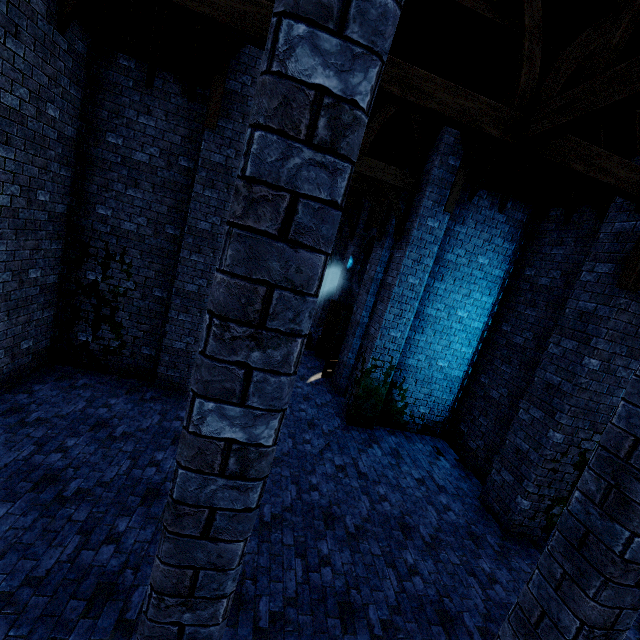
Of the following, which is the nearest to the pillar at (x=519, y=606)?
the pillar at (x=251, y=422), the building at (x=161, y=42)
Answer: the building at (x=161, y=42)

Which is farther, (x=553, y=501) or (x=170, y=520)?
(x=553, y=501)

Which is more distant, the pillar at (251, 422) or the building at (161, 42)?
the building at (161, 42)

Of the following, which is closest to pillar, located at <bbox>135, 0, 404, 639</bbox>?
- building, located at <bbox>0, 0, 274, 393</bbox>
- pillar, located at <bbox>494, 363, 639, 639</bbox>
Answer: building, located at <bbox>0, 0, 274, 393</bbox>

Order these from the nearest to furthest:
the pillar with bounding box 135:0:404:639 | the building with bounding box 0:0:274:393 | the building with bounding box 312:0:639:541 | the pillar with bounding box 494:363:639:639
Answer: the pillar with bounding box 135:0:404:639, the pillar with bounding box 494:363:639:639, the building with bounding box 312:0:639:541, the building with bounding box 0:0:274:393

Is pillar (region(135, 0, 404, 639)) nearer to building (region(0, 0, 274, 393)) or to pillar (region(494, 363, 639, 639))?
building (region(0, 0, 274, 393))
